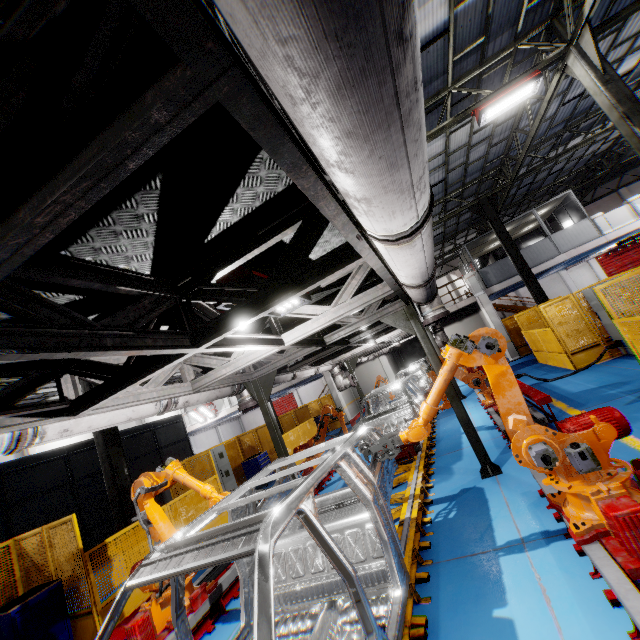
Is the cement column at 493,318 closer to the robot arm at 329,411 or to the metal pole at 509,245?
the metal pole at 509,245

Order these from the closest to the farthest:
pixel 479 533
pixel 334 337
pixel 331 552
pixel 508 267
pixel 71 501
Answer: pixel 331 552 → pixel 479 533 → pixel 334 337 → pixel 71 501 → pixel 508 267

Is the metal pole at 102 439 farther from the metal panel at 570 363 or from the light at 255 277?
the light at 255 277

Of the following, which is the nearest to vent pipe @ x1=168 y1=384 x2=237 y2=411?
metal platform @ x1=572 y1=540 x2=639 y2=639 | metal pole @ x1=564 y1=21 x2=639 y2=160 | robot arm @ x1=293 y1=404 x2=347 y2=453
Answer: robot arm @ x1=293 y1=404 x2=347 y2=453

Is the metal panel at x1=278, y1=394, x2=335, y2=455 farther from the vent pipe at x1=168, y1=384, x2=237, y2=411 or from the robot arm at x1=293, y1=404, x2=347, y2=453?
the vent pipe at x1=168, y1=384, x2=237, y2=411

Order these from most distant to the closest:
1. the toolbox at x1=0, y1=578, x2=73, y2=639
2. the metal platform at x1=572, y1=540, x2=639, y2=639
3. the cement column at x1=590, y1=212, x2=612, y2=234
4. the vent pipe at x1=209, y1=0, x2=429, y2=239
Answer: the cement column at x1=590, y1=212, x2=612, y2=234
the toolbox at x1=0, y1=578, x2=73, y2=639
the metal platform at x1=572, y1=540, x2=639, y2=639
the vent pipe at x1=209, y1=0, x2=429, y2=239

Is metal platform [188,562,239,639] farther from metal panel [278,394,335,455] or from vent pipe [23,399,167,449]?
vent pipe [23,399,167,449]

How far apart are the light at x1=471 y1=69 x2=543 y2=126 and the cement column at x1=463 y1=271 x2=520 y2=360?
10.5 meters
